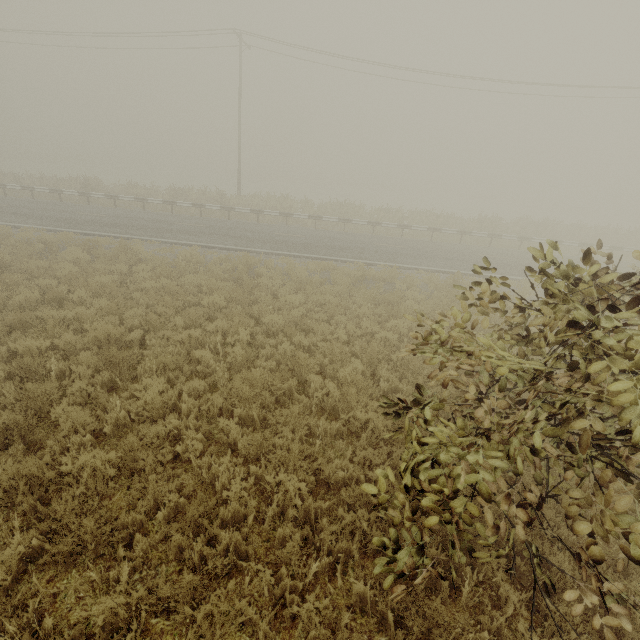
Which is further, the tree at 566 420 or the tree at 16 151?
the tree at 16 151

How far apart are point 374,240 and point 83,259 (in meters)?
14.43

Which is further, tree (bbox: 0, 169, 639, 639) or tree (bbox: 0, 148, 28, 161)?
tree (bbox: 0, 148, 28, 161)
